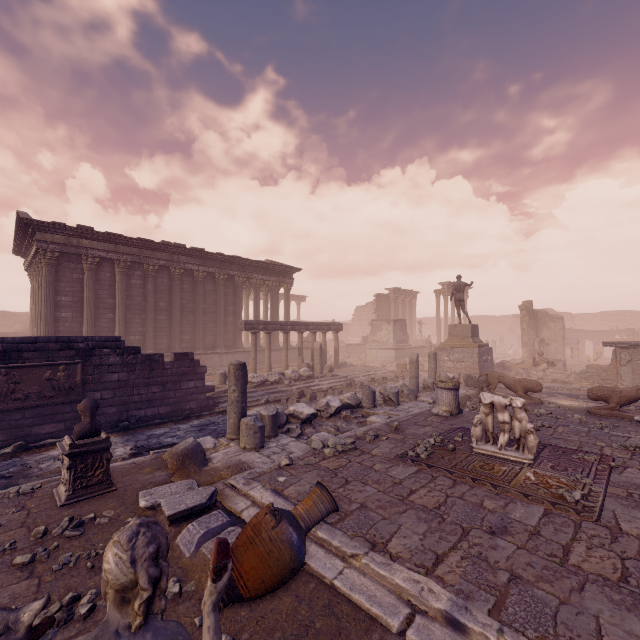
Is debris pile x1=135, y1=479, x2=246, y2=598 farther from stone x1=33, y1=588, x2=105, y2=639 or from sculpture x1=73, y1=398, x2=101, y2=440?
sculpture x1=73, y1=398, x2=101, y2=440

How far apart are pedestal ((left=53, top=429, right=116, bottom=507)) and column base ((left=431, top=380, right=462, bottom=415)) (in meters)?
7.64

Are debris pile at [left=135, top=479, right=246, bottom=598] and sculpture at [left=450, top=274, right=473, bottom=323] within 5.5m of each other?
no

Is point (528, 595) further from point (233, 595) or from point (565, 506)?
A: point (233, 595)

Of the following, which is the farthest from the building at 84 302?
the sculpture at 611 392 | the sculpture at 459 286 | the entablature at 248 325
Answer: the sculpture at 611 392

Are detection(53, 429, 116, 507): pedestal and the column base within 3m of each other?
no

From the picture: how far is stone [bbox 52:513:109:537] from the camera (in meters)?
3.98

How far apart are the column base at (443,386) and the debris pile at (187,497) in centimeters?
639cm
